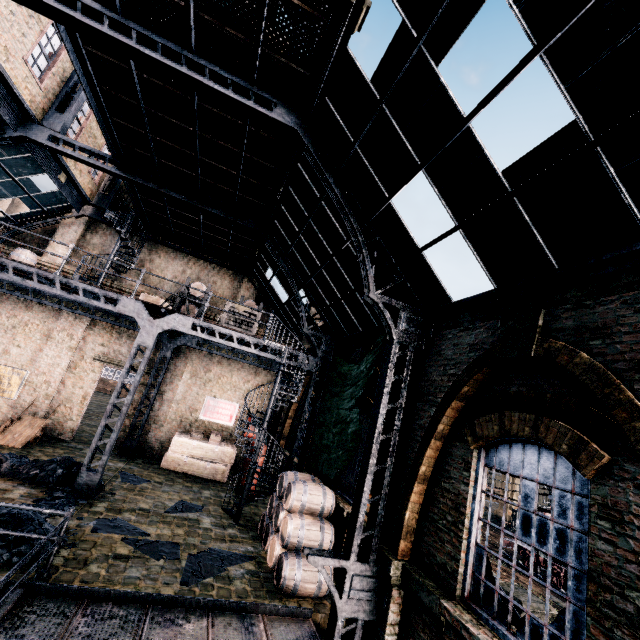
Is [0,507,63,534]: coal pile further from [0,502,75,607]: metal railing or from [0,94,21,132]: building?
[0,94,21,132]: building

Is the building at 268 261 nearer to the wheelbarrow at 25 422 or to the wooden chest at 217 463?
the wooden chest at 217 463

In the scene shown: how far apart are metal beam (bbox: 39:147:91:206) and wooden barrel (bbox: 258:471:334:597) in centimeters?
1529cm

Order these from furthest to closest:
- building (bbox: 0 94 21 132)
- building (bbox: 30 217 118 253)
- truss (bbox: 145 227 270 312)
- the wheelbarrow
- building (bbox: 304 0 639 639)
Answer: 1. truss (bbox: 145 227 270 312)
2. building (bbox: 30 217 118 253)
3. the wheelbarrow
4. building (bbox: 0 94 21 132)
5. building (bbox: 304 0 639 639)

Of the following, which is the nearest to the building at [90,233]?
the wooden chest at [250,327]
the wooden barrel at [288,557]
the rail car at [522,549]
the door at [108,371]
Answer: the door at [108,371]

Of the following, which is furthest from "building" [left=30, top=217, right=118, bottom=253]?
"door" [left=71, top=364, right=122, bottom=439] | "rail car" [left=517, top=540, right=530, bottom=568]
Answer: "rail car" [left=517, top=540, right=530, bottom=568]

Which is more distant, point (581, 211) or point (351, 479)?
point (351, 479)
